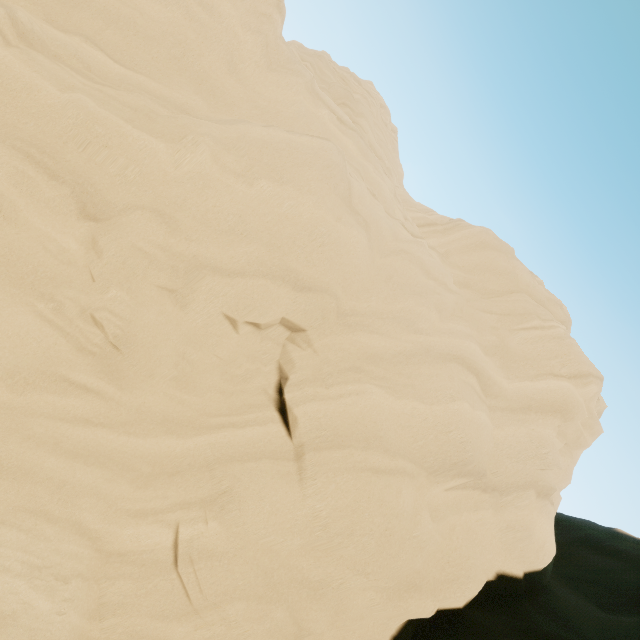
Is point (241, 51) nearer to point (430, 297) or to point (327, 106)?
point (327, 106)
